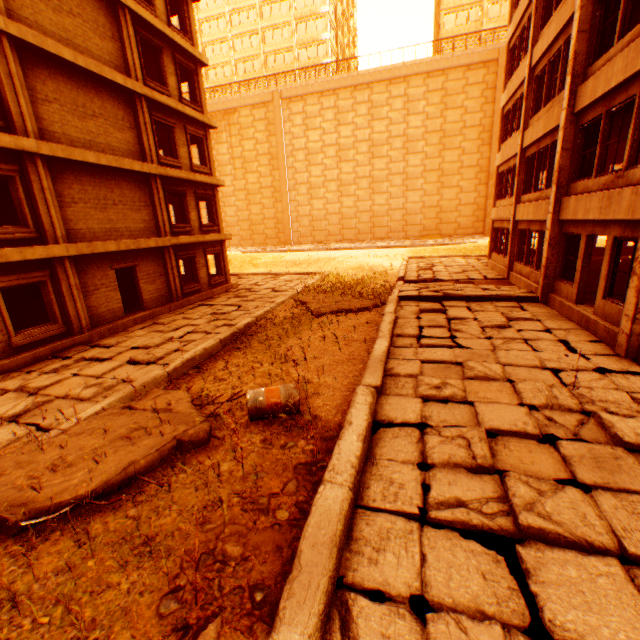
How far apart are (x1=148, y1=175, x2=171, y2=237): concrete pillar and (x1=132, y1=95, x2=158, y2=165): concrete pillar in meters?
0.4 m

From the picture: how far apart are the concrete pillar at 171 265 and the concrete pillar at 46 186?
4.4m

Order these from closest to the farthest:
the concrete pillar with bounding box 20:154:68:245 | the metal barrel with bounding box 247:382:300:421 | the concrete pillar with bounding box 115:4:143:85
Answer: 1. the metal barrel with bounding box 247:382:300:421
2. the concrete pillar with bounding box 20:154:68:245
3. the concrete pillar with bounding box 115:4:143:85

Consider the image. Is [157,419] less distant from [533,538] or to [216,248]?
[533,538]

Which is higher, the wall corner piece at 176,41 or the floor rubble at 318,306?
the wall corner piece at 176,41

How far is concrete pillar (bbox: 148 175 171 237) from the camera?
14.43m

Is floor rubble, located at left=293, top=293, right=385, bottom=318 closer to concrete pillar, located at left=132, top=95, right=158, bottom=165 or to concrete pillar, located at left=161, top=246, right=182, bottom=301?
concrete pillar, located at left=161, top=246, right=182, bottom=301

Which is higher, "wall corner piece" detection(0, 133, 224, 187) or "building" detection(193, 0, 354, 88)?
"building" detection(193, 0, 354, 88)
